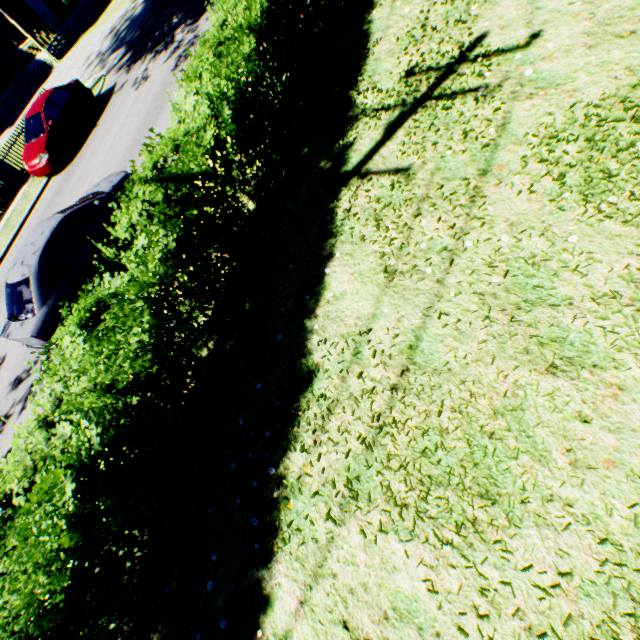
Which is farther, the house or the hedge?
the house

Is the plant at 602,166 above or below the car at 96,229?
below

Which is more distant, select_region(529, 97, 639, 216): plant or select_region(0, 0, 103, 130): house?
select_region(0, 0, 103, 130): house

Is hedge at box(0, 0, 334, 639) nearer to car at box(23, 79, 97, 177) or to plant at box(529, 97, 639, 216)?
plant at box(529, 97, 639, 216)

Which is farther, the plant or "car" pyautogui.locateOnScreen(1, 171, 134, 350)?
"car" pyautogui.locateOnScreen(1, 171, 134, 350)

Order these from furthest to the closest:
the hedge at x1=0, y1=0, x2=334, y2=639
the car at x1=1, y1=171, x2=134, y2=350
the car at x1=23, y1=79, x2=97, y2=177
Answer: the car at x1=23, y1=79, x2=97, y2=177, the car at x1=1, y1=171, x2=134, y2=350, the hedge at x1=0, y1=0, x2=334, y2=639

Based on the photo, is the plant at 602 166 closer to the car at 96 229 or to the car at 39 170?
the car at 96 229

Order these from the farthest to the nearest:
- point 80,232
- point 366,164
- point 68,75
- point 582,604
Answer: point 68,75 < point 80,232 < point 366,164 < point 582,604
